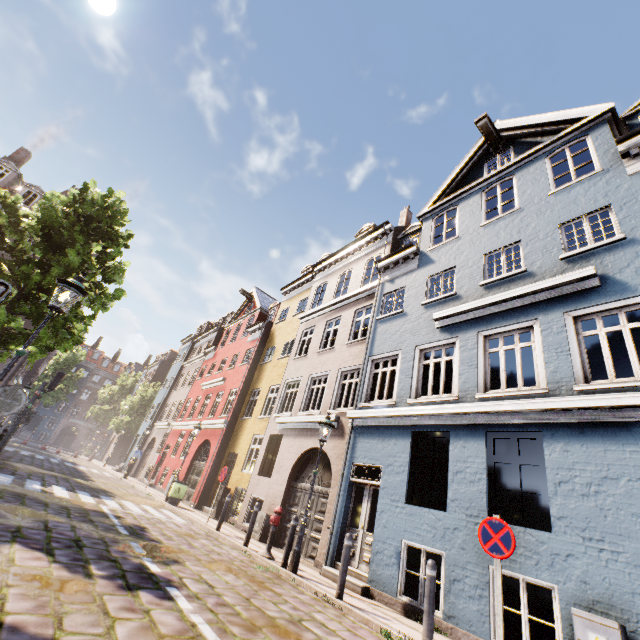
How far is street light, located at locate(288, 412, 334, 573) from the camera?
7.7m

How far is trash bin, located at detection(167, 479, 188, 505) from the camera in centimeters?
1485cm

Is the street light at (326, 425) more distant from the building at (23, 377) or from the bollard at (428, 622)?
the bollard at (428, 622)

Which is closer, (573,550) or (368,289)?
(573,550)

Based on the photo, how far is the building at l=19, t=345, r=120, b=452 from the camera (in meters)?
51.81

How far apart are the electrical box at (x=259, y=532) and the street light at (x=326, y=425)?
4.1m

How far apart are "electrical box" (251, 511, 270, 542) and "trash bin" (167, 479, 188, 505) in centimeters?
509cm

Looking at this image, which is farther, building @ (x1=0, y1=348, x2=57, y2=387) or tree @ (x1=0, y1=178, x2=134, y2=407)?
building @ (x1=0, y1=348, x2=57, y2=387)
